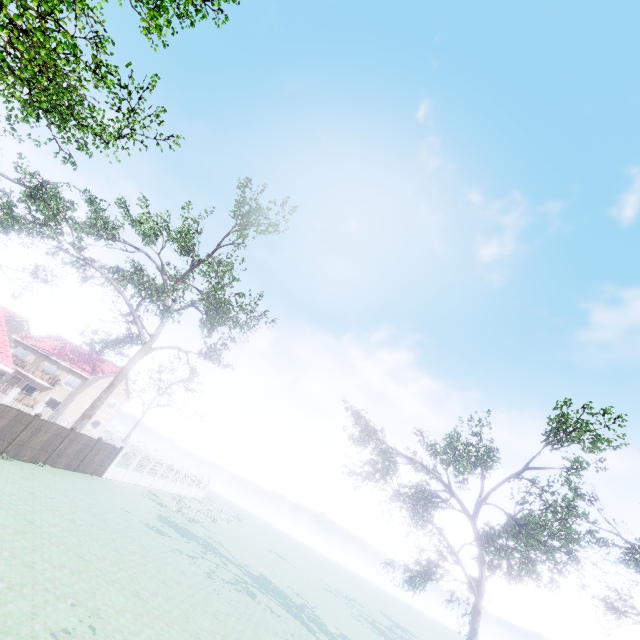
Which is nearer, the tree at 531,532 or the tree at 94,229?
the tree at 531,532

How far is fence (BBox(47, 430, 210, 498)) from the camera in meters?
21.9 m

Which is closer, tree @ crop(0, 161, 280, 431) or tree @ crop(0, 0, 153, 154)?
tree @ crop(0, 0, 153, 154)

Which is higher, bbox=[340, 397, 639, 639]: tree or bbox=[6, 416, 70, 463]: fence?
bbox=[340, 397, 639, 639]: tree

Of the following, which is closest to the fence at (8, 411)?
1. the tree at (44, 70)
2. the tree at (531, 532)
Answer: the tree at (44, 70)

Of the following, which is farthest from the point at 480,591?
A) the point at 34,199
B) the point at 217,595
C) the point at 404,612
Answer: the point at 404,612

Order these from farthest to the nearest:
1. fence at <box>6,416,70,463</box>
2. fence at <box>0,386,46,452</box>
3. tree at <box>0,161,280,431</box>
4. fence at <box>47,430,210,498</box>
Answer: tree at <box>0,161,280,431</box>, fence at <box>47,430,210,498</box>, fence at <box>6,416,70,463</box>, fence at <box>0,386,46,452</box>
